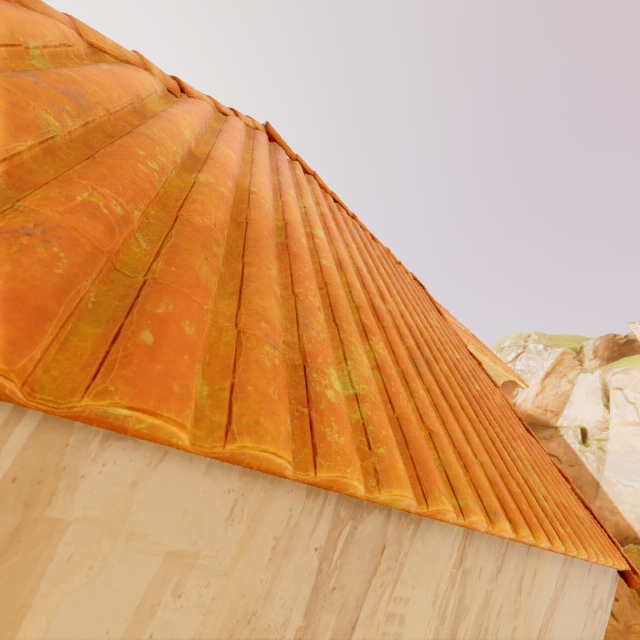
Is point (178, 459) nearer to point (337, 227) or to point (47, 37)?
point (47, 37)

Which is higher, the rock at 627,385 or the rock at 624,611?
the rock at 627,385

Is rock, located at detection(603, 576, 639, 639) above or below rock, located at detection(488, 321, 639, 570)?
below

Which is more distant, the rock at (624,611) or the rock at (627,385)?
the rock at (627,385)

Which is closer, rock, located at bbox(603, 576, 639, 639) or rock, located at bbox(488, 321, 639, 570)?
rock, located at bbox(603, 576, 639, 639)
